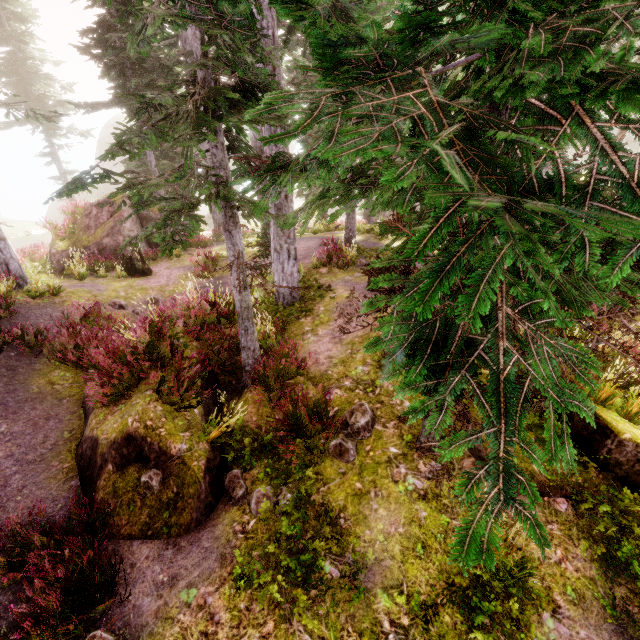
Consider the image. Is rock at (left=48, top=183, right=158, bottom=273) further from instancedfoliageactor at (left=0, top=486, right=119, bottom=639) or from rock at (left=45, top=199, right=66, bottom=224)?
rock at (left=45, top=199, right=66, bottom=224)

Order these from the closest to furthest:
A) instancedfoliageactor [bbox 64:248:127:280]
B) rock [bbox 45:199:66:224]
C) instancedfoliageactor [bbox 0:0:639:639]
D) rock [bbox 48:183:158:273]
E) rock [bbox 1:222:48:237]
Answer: instancedfoliageactor [bbox 0:0:639:639], instancedfoliageactor [bbox 64:248:127:280], rock [bbox 48:183:158:273], rock [bbox 1:222:48:237], rock [bbox 45:199:66:224]

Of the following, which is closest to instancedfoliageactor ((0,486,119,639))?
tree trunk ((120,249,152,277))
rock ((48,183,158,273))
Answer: rock ((48,183,158,273))

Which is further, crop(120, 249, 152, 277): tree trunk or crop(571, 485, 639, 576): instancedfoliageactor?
crop(120, 249, 152, 277): tree trunk

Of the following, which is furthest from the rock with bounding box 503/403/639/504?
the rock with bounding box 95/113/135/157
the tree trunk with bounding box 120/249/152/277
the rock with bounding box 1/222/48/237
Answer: the rock with bounding box 95/113/135/157

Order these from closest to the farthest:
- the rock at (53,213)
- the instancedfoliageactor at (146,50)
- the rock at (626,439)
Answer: the instancedfoliageactor at (146,50), the rock at (626,439), the rock at (53,213)

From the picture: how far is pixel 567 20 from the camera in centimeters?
204cm

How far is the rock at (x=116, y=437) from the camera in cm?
507
